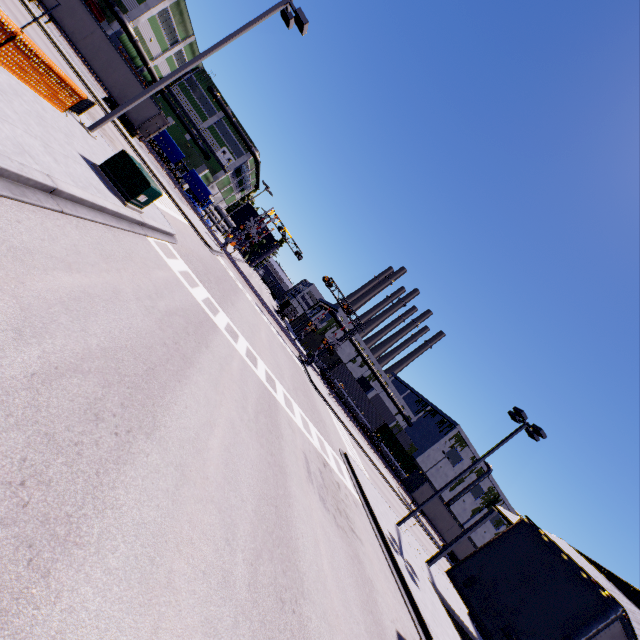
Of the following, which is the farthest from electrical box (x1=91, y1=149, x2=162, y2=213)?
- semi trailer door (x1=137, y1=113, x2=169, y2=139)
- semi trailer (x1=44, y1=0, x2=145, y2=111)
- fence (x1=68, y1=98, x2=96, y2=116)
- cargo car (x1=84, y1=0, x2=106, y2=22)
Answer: cargo car (x1=84, y1=0, x2=106, y2=22)

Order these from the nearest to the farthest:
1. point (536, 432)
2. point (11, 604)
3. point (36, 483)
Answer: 1. point (11, 604)
2. point (36, 483)
3. point (536, 432)

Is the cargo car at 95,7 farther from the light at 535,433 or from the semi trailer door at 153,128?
the light at 535,433

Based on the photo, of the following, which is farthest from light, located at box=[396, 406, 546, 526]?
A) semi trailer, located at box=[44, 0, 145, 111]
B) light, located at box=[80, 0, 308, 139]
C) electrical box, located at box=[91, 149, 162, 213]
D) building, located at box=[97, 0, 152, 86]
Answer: light, located at box=[80, 0, 308, 139]

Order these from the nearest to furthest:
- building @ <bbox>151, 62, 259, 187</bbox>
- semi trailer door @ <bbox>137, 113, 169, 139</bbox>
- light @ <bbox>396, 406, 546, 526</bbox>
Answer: light @ <bbox>396, 406, 546, 526</bbox>, semi trailer door @ <bbox>137, 113, 169, 139</bbox>, building @ <bbox>151, 62, 259, 187</bbox>

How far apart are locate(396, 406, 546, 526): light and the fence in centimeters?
2426cm

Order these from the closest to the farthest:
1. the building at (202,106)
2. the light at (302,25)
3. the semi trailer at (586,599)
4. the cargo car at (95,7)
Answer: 1. the semi trailer at (586,599)
2. the light at (302,25)
3. the cargo car at (95,7)
4. the building at (202,106)

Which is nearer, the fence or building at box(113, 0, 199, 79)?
the fence
